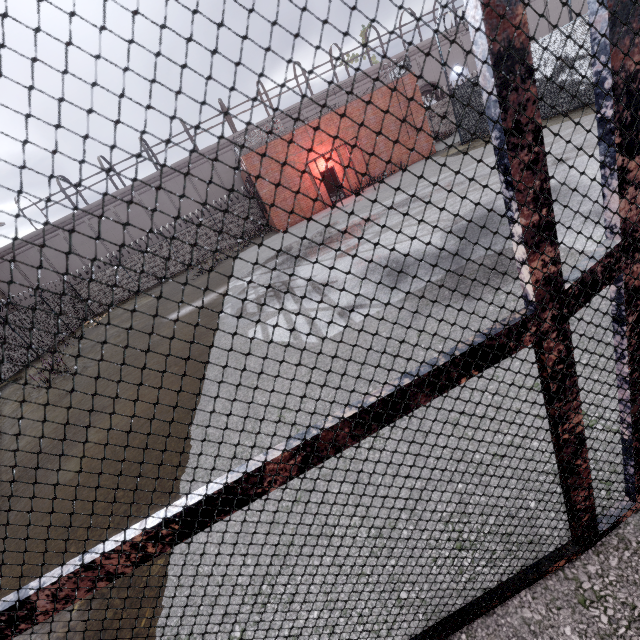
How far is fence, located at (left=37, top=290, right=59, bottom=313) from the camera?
20.77m

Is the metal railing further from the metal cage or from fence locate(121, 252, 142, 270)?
the metal cage

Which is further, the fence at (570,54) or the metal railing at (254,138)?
the metal railing at (254,138)

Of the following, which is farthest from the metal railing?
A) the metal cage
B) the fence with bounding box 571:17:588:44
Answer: the metal cage

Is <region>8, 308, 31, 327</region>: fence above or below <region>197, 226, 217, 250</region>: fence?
above

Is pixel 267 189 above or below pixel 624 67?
above

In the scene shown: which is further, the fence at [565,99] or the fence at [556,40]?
the fence at [565,99]
